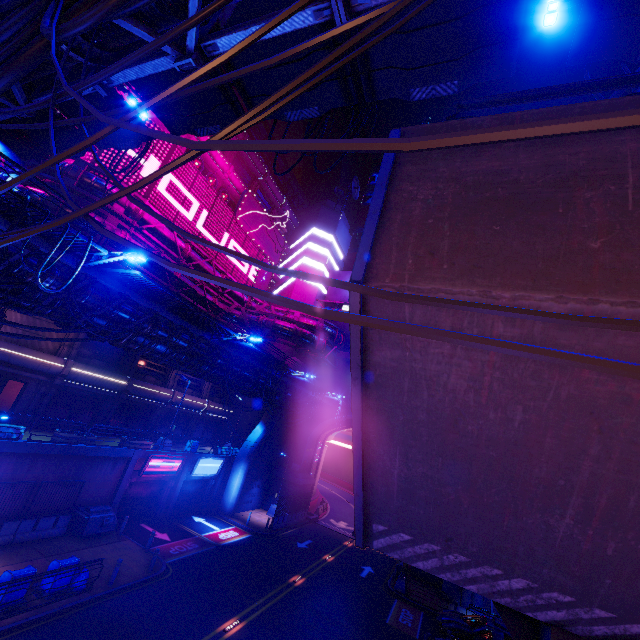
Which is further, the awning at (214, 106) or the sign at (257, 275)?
the sign at (257, 275)

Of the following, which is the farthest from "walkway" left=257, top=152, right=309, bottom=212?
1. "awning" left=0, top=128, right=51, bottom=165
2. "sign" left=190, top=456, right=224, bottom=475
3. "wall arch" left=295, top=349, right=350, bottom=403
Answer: "sign" left=190, top=456, right=224, bottom=475

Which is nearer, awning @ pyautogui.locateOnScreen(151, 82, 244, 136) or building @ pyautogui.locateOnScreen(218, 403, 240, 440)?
awning @ pyautogui.locateOnScreen(151, 82, 244, 136)

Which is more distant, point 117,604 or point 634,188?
point 117,604

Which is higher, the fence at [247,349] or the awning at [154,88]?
the awning at [154,88]

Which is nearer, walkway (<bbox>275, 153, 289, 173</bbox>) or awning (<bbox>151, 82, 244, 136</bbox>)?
awning (<bbox>151, 82, 244, 136</bbox>)

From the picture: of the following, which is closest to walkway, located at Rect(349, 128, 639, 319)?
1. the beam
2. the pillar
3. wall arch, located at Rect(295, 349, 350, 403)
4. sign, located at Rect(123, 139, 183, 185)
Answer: wall arch, located at Rect(295, 349, 350, 403)

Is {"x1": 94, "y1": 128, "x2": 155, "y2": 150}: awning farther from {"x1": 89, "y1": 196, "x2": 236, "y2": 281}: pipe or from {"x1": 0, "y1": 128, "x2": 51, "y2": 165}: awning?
{"x1": 89, "y1": 196, "x2": 236, "y2": 281}: pipe
